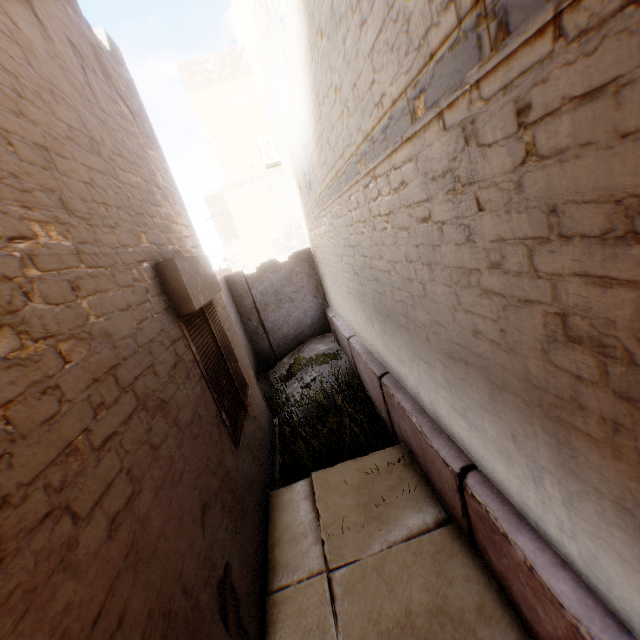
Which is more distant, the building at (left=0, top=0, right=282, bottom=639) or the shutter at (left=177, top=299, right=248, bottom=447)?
the shutter at (left=177, top=299, right=248, bottom=447)

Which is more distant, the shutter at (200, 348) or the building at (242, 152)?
the shutter at (200, 348)

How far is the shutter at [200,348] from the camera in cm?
337

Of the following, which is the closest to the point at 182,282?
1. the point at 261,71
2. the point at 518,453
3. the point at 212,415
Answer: the point at 212,415

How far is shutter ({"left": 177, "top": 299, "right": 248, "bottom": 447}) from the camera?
3.4 meters
